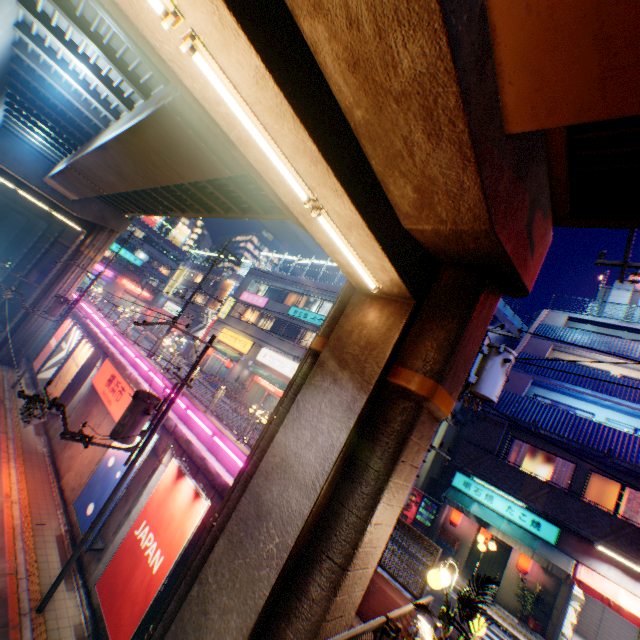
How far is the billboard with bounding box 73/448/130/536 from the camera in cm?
1209

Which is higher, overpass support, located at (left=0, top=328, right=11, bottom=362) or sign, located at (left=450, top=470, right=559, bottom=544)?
sign, located at (left=450, top=470, right=559, bottom=544)

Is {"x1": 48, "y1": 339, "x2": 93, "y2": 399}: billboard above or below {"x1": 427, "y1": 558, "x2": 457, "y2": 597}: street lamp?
below

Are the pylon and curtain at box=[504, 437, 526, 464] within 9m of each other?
yes

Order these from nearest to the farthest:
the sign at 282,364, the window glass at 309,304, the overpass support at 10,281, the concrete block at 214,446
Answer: the concrete block at 214,446 < the sign at 282,364 < the window glass at 309,304 < the overpass support at 10,281

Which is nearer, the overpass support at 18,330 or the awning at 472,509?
the awning at 472,509

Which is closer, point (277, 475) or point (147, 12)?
point (147, 12)

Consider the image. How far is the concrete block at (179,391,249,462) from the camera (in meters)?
10.99
